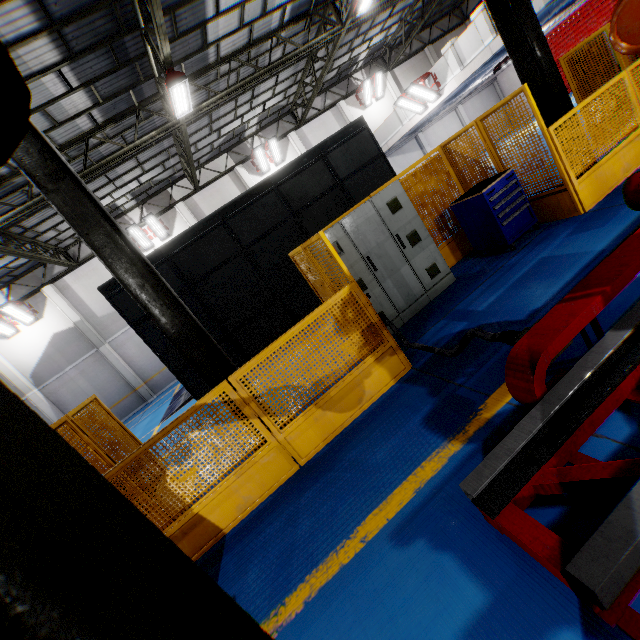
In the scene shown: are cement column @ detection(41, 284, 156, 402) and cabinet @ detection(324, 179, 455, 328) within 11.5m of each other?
no

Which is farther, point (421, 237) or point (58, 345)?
point (58, 345)

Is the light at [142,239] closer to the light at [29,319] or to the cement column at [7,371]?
the light at [29,319]

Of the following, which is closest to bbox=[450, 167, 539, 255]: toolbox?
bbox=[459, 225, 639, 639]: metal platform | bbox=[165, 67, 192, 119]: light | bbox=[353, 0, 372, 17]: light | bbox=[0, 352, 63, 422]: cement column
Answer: bbox=[459, 225, 639, 639]: metal platform

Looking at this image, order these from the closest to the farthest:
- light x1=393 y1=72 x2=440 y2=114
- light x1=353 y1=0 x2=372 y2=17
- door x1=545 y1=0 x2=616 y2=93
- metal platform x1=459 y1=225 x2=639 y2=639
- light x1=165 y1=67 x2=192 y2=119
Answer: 1. metal platform x1=459 y1=225 x2=639 y2=639
2. light x1=165 y1=67 x2=192 y2=119
3. light x1=353 y1=0 x2=372 y2=17
4. light x1=393 y1=72 x2=440 y2=114
5. door x1=545 y1=0 x2=616 y2=93

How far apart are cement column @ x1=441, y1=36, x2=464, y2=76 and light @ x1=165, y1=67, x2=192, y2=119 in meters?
10.9 m

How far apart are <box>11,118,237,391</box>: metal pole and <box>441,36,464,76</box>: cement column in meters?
15.4

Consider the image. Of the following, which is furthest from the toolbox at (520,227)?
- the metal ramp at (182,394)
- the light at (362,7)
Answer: the metal ramp at (182,394)
